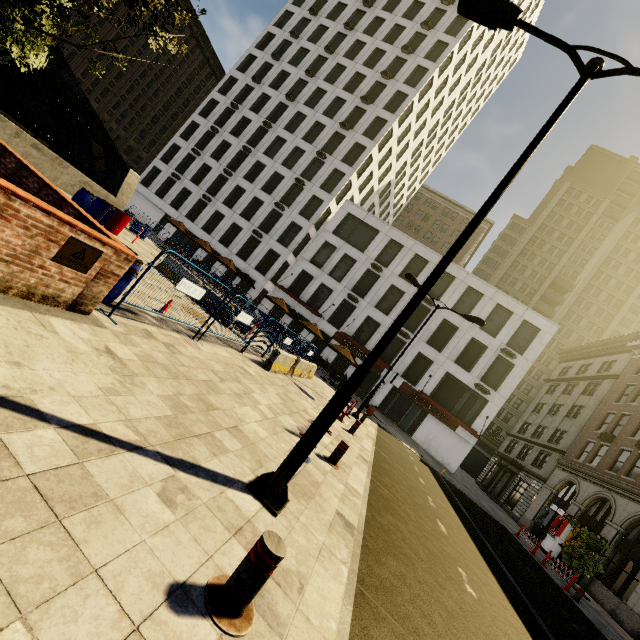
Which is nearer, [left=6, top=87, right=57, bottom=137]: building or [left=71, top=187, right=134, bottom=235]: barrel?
[left=71, top=187, right=134, bottom=235]: barrel

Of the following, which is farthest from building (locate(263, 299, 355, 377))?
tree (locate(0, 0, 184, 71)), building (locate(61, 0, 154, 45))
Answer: building (locate(61, 0, 154, 45))

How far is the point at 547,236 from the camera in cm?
5944

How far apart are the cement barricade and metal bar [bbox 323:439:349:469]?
4.80m

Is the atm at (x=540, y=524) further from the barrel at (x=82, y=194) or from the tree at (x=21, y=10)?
the barrel at (x=82, y=194)

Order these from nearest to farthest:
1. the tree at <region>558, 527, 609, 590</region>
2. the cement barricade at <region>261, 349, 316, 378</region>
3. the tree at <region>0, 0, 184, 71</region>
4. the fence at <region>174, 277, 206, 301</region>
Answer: the tree at <region>0, 0, 184, 71</region>, the fence at <region>174, 277, 206, 301</region>, the cement barricade at <region>261, 349, 316, 378</region>, the tree at <region>558, 527, 609, 590</region>

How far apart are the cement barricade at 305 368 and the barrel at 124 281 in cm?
572

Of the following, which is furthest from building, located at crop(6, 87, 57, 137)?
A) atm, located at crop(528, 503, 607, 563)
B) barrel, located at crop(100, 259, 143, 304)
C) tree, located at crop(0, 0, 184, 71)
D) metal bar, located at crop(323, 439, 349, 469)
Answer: atm, located at crop(528, 503, 607, 563)
